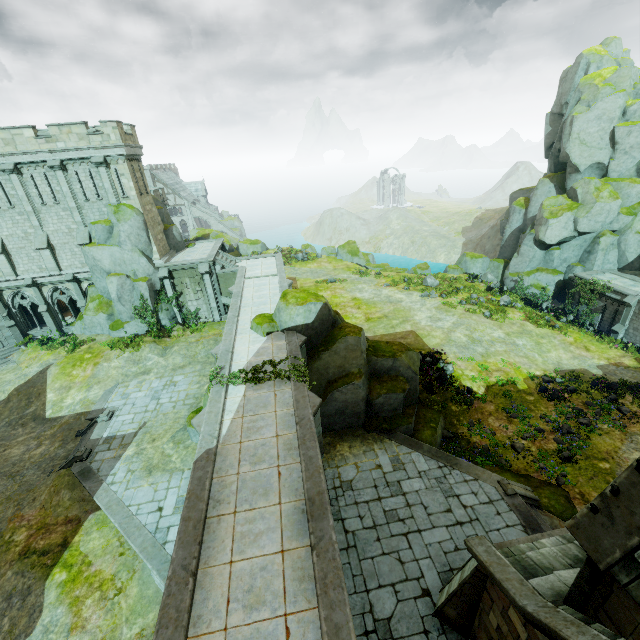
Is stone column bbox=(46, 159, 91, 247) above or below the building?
above

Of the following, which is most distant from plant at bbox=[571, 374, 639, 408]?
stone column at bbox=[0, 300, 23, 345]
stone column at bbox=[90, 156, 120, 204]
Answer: stone column at bbox=[0, 300, 23, 345]

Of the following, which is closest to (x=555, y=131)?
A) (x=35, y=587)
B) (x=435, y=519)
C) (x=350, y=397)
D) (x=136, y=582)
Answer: (x=350, y=397)

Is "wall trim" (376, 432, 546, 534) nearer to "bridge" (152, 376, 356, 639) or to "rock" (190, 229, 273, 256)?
"bridge" (152, 376, 356, 639)

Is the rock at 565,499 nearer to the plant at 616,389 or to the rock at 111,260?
the plant at 616,389

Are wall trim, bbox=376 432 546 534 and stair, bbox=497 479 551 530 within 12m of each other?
yes

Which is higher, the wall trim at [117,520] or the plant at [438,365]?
the plant at [438,365]

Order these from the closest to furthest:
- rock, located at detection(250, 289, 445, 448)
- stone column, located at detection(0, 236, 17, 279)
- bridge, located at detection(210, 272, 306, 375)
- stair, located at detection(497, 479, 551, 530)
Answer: stair, located at detection(497, 479, 551, 530) → bridge, located at detection(210, 272, 306, 375) → rock, located at detection(250, 289, 445, 448) → stone column, located at detection(0, 236, 17, 279)
